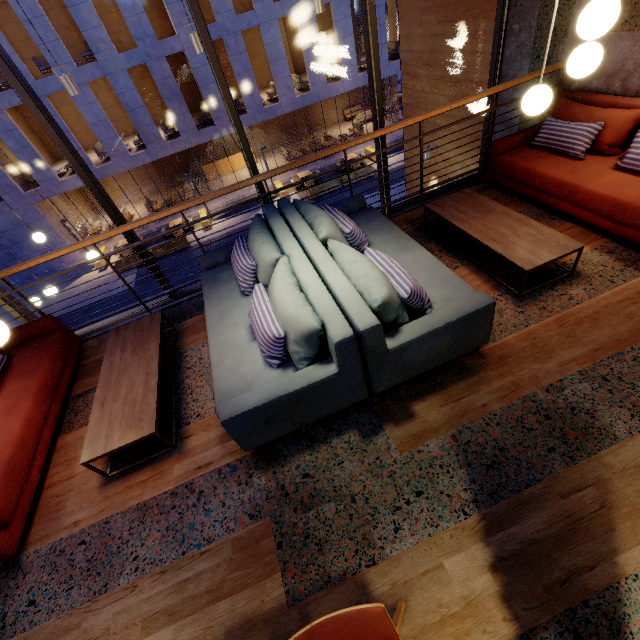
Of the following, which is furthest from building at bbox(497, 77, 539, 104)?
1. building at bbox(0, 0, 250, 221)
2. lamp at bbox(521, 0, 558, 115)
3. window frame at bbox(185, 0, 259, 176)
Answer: building at bbox(0, 0, 250, 221)

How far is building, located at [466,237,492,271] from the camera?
3.43m

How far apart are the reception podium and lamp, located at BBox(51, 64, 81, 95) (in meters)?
21.29

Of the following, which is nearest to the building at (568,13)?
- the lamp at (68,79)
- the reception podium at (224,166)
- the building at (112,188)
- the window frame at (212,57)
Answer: the window frame at (212,57)

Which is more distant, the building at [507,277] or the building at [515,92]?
the building at [515,92]

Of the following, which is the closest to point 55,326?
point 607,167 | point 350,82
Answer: point 607,167

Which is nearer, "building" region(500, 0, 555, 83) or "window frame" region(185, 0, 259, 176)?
"window frame" region(185, 0, 259, 176)
